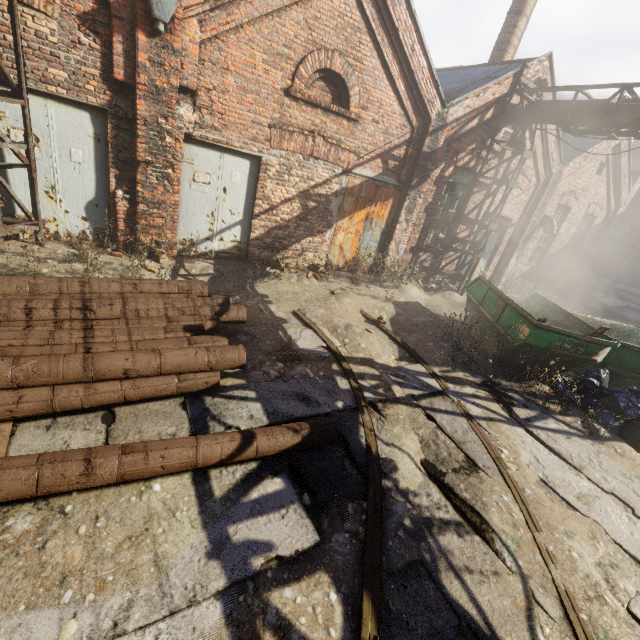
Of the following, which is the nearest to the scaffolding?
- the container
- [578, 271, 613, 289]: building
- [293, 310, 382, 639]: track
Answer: [293, 310, 382, 639]: track

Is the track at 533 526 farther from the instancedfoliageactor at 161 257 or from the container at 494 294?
the instancedfoliageactor at 161 257

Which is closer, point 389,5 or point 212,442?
point 212,442

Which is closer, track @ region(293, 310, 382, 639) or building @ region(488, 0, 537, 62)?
track @ region(293, 310, 382, 639)

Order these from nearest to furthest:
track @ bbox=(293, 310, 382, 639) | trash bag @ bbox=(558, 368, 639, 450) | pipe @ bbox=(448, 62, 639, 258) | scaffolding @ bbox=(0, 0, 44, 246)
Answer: track @ bbox=(293, 310, 382, 639) → scaffolding @ bbox=(0, 0, 44, 246) → trash bag @ bbox=(558, 368, 639, 450) → pipe @ bbox=(448, 62, 639, 258)

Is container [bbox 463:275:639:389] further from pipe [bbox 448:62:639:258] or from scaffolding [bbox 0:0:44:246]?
scaffolding [bbox 0:0:44:246]

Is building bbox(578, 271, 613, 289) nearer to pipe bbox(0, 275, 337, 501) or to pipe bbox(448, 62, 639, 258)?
pipe bbox(448, 62, 639, 258)

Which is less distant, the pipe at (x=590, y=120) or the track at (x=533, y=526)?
the track at (x=533, y=526)
